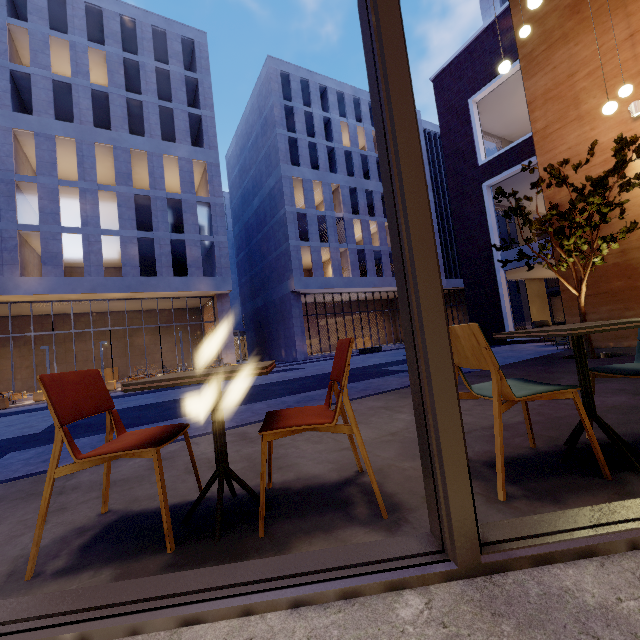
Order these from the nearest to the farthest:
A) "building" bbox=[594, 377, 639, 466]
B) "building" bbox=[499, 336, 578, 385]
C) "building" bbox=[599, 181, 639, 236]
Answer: "building" bbox=[594, 377, 639, 466] < "building" bbox=[499, 336, 578, 385] < "building" bbox=[599, 181, 639, 236]

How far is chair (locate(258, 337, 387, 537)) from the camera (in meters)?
1.51

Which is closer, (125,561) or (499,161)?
(125,561)

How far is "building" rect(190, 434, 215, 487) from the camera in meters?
2.3

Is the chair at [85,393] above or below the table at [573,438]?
above

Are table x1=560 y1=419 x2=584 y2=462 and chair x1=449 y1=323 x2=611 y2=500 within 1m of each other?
yes

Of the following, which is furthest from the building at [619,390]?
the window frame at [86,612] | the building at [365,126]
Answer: the building at [365,126]

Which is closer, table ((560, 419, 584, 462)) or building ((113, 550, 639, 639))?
building ((113, 550, 639, 639))
